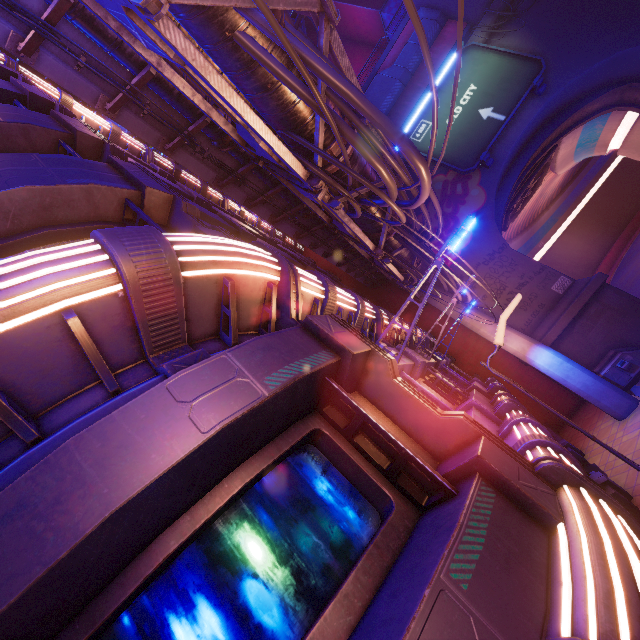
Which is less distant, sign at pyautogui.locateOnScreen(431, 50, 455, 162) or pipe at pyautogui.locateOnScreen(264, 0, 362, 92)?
pipe at pyautogui.locateOnScreen(264, 0, 362, 92)

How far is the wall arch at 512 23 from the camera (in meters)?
20.81

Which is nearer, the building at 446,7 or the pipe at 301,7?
the pipe at 301,7

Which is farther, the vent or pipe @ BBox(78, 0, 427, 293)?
the vent

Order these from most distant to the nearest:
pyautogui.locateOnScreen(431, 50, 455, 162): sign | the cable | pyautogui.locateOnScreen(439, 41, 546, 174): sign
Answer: pyautogui.locateOnScreen(431, 50, 455, 162): sign → pyautogui.locateOnScreen(439, 41, 546, 174): sign → the cable

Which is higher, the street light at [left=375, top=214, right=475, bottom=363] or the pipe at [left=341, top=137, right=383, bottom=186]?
the pipe at [left=341, top=137, right=383, bottom=186]

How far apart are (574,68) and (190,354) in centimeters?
Result: 2771cm

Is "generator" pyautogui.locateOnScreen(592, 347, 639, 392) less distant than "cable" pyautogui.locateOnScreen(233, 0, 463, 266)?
No
